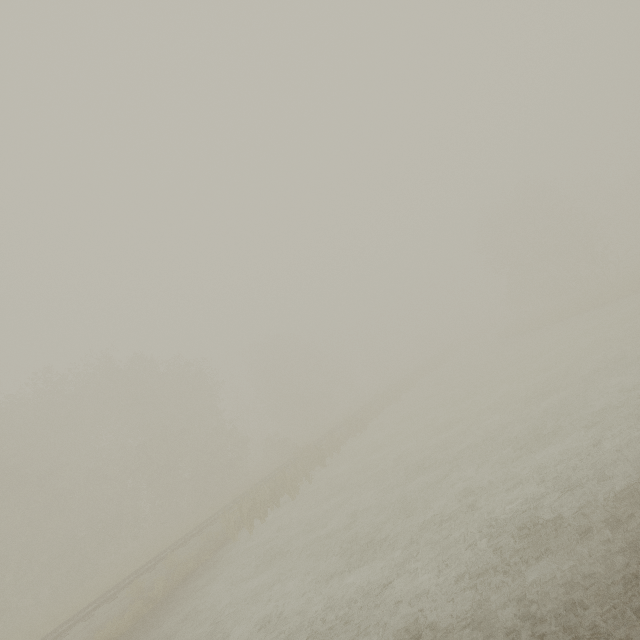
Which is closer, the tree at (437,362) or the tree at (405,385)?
the tree at (405,385)

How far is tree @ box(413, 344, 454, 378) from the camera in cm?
4623

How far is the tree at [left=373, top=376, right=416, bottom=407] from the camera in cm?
3653

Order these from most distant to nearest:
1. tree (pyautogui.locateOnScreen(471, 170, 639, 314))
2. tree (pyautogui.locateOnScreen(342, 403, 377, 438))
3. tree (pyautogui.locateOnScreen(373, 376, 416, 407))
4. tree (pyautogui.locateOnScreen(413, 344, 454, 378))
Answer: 1. tree (pyautogui.locateOnScreen(413, 344, 454, 378))
2. tree (pyautogui.locateOnScreen(373, 376, 416, 407))
3. tree (pyautogui.locateOnScreen(471, 170, 639, 314))
4. tree (pyautogui.locateOnScreen(342, 403, 377, 438))

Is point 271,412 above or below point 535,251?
below

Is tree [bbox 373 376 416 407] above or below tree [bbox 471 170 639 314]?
below

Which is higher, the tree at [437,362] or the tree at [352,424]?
Answer: the tree at [437,362]

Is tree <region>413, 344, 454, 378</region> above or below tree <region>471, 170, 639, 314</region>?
below
